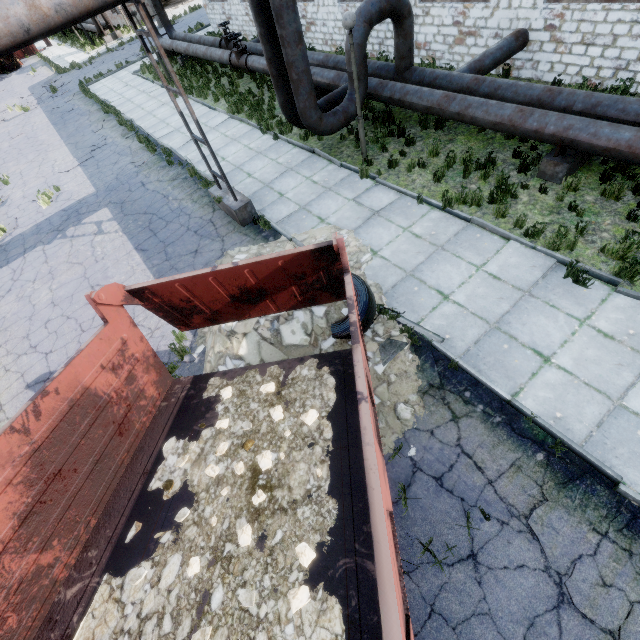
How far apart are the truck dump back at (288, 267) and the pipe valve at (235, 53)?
14.6 meters

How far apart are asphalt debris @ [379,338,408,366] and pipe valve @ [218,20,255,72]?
15.20m

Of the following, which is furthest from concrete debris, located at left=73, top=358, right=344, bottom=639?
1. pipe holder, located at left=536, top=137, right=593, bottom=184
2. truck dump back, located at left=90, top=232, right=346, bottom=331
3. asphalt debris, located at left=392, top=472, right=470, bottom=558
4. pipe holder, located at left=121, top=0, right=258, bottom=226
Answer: pipe holder, located at left=536, top=137, right=593, bottom=184

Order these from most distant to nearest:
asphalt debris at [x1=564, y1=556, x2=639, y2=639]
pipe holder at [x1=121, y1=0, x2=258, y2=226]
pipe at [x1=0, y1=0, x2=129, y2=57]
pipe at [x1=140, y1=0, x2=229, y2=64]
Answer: pipe at [x1=140, y1=0, x2=229, y2=64] → pipe holder at [x1=121, y1=0, x2=258, y2=226] → pipe at [x1=0, y1=0, x2=129, y2=57] → asphalt debris at [x1=564, y1=556, x2=639, y2=639]

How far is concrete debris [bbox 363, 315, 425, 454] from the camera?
5.2m

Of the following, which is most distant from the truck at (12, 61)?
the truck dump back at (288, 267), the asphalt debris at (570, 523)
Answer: the asphalt debris at (570, 523)

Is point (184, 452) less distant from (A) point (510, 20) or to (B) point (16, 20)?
(B) point (16, 20)
